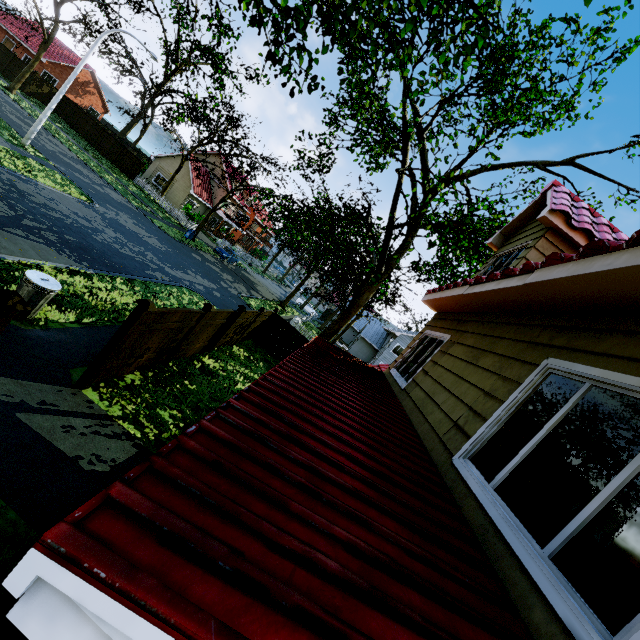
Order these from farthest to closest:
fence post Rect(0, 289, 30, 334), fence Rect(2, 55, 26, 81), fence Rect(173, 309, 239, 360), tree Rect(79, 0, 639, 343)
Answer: fence Rect(2, 55, 26, 81), fence Rect(173, 309, 239, 360), tree Rect(79, 0, 639, 343), fence post Rect(0, 289, 30, 334)

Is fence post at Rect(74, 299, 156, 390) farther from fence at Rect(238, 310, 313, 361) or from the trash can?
the trash can

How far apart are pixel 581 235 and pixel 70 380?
10.02m

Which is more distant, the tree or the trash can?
the trash can

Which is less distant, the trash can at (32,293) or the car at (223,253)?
the trash can at (32,293)

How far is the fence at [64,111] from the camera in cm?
3488

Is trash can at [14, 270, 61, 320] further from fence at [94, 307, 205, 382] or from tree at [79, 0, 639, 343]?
tree at [79, 0, 639, 343]

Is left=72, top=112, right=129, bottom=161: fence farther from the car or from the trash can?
the car
